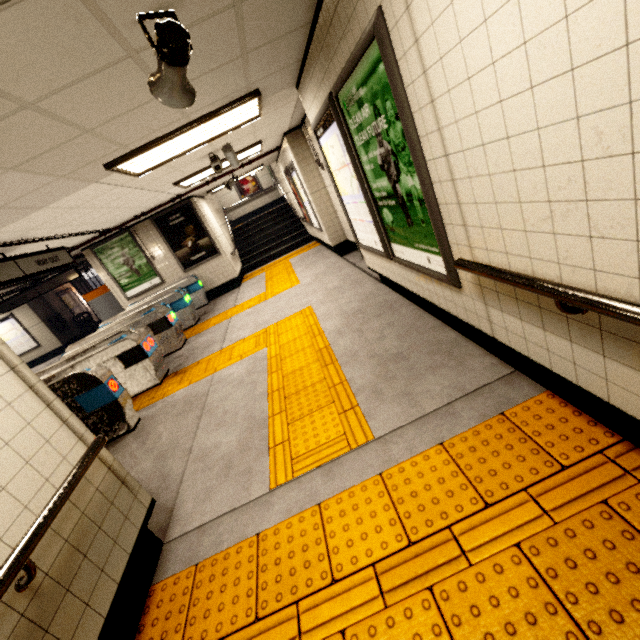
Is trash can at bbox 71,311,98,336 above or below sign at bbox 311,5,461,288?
below

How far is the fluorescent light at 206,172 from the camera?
6.46m

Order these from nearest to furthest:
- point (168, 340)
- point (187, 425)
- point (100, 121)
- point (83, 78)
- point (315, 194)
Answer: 1. point (83, 78)
2. point (100, 121)
3. point (187, 425)
4. point (168, 340)
5. point (315, 194)

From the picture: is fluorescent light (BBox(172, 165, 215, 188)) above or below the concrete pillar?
above

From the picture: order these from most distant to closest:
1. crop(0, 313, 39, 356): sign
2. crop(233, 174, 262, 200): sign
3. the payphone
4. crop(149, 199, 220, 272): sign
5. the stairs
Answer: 1. crop(233, 174, 262, 200): sign
2. the payphone
3. crop(0, 313, 39, 356): sign
4. the stairs
5. crop(149, 199, 220, 272): sign

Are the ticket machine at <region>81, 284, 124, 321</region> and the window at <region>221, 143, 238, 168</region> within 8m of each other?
yes

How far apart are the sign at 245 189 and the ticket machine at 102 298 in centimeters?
871cm

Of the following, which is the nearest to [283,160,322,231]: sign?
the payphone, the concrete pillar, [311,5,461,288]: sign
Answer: [311,5,461,288]: sign
